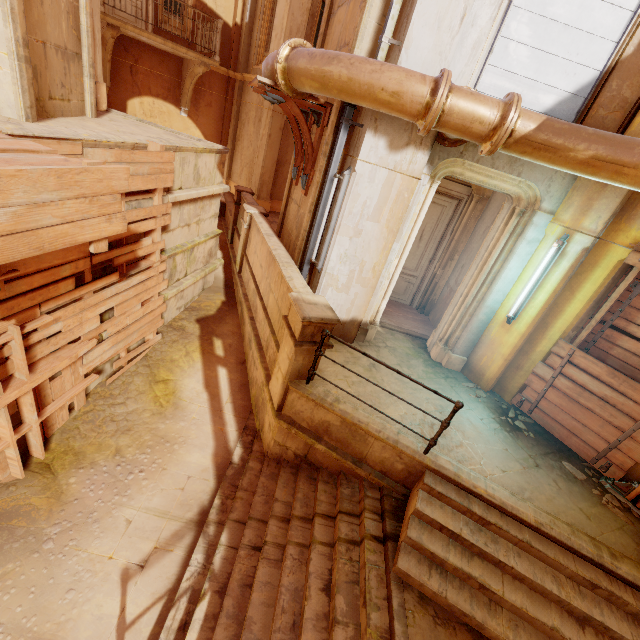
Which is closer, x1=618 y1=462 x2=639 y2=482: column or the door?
x1=618 y1=462 x2=639 y2=482: column

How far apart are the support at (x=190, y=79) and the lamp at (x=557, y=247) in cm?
1243

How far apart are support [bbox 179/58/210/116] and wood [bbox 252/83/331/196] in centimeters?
811cm

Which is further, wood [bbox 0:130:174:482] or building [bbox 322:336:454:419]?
building [bbox 322:336:454:419]

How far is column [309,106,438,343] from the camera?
4.7m

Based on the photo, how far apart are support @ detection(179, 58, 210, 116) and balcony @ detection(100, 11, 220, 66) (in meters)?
0.15

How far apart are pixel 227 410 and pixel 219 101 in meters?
13.3 m

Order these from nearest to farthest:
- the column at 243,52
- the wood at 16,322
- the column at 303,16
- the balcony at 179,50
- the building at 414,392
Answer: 1. the wood at 16,322
2. the building at 414,392
3. the balcony at 179,50
4. the column at 303,16
5. the column at 243,52
